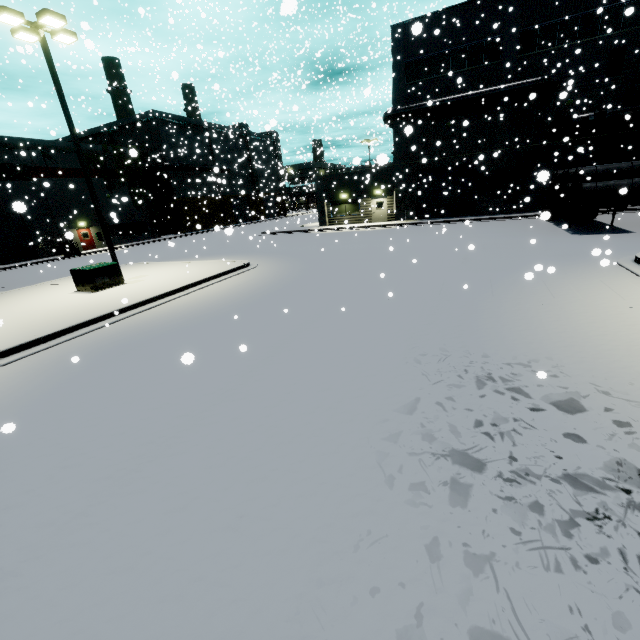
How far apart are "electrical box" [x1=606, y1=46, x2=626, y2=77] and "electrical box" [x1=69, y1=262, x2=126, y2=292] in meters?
32.6

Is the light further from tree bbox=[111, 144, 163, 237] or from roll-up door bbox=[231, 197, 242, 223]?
roll-up door bbox=[231, 197, 242, 223]

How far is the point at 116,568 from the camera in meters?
3.0

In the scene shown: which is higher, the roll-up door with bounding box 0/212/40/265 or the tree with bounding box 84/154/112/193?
the tree with bounding box 84/154/112/193

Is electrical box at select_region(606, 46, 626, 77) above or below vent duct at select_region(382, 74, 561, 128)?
above

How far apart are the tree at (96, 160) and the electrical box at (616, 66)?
46.42m

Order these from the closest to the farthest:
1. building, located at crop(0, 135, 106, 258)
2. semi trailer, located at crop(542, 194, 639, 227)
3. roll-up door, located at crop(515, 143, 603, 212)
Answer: semi trailer, located at crop(542, 194, 639, 227) → roll-up door, located at crop(515, 143, 603, 212) → building, located at crop(0, 135, 106, 258)

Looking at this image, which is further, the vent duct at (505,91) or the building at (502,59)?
the vent duct at (505,91)
